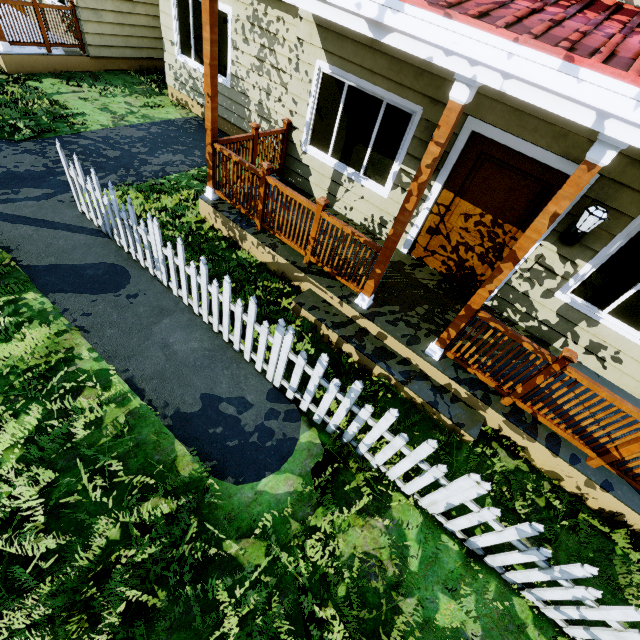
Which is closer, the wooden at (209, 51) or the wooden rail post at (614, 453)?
the wooden rail post at (614, 453)

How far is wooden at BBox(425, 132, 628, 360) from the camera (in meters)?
2.39

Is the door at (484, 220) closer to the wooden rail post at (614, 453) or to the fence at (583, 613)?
the wooden rail post at (614, 453)

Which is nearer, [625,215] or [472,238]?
[625,215]

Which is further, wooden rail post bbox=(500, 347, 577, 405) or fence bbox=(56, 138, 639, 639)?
wooden rail post bbox=(500, 347, 577, 405)

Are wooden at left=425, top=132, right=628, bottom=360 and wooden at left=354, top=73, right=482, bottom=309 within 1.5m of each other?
yes

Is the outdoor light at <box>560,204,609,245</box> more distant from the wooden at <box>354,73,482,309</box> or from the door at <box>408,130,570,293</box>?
the wooden at <box>354,73,482,309</box>

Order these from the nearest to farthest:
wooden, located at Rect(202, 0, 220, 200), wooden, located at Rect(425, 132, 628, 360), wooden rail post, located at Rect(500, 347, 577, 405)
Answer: Result: wooden, located at Rect(425, 132, 628, 360) < wooden rail post, located at Rect(500, 347, 577, 405) < wooden, located at Rect(202, 0, 220, 200)
